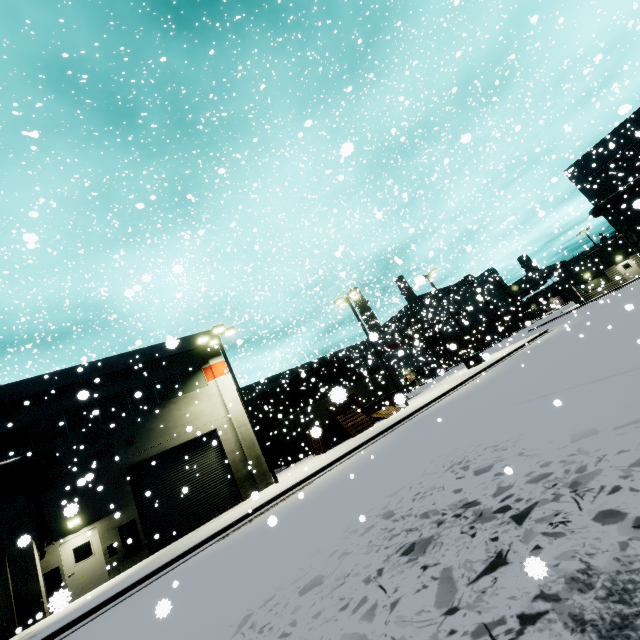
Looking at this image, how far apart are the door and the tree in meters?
0.2 m

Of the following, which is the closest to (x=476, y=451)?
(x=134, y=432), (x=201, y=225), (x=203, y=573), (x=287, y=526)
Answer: (x=287, y=526)

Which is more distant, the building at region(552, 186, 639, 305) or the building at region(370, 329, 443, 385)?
the building at region(552, 186, 639, 305)

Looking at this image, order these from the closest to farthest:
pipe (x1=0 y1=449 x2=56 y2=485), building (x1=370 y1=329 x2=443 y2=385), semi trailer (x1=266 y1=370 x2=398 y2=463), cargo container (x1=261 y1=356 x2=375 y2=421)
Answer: pipe (x1=0 y1=449 x2=56 y2=485) → semi trailer (x1=266 y1=370 x2=398 y2=463) → building (x1=370 y1=329 x2=443 y2=385) → cargo container (x1=261 y1=356 x2=375 y2=421)

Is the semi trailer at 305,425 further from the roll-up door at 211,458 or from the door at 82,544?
the door at 82,544

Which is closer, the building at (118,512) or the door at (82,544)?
the building at (118,512)

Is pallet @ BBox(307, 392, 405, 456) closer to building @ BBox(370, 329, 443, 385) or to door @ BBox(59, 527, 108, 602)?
building @ BBox(370, 329, 443, 385)

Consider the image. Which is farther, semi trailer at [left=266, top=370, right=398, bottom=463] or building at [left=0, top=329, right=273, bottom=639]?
semi trailer at [left=266, top=370, right=398, bottom=463]
